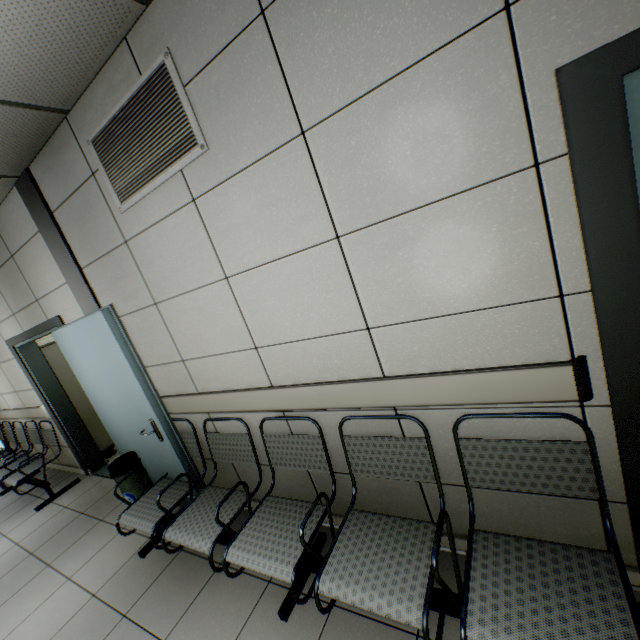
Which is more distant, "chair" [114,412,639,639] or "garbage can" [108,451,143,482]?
"garbage can" [108,451,143,482]

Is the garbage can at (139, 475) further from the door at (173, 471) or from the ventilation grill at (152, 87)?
the ventilation grill at (152, 87)

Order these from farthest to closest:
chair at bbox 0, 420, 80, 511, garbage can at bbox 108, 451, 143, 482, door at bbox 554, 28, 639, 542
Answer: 1. chair at bbox 0, 420, 80, 511
2. garbage can at bbox 108, 451, 143, 482
3. door at bbox 554, 28, 639, 542

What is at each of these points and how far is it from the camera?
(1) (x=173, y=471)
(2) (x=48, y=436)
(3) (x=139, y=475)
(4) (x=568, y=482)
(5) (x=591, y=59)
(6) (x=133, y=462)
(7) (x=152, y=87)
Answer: (1) door, 2.9 meters
(2) chair, 4.7 meters
(3) garbage can, 3.2 meters
(4) chair, 1.4 meters
(5) door, 1.0 meters
(6) garbage can, 3.2 meters
(7) ventilation grill, 1.7 meters

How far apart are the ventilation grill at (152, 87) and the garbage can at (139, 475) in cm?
244

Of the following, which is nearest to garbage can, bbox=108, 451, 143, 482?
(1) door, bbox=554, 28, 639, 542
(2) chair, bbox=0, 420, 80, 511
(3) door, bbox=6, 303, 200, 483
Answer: (3) door, bbox=6, 303, 200, 483

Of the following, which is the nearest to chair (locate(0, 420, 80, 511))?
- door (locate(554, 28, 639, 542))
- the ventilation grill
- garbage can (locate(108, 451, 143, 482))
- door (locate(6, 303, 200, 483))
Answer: door (locate(6, 303, 200, 483))

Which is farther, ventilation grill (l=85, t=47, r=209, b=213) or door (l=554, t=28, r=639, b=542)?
ventilation grill (l=85, t=47, r=209, b=213)
